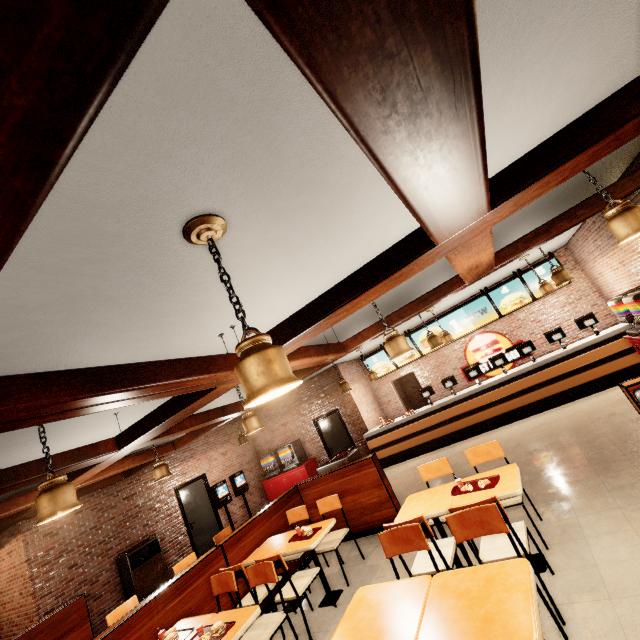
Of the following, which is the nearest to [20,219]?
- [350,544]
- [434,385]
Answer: [350,544]
